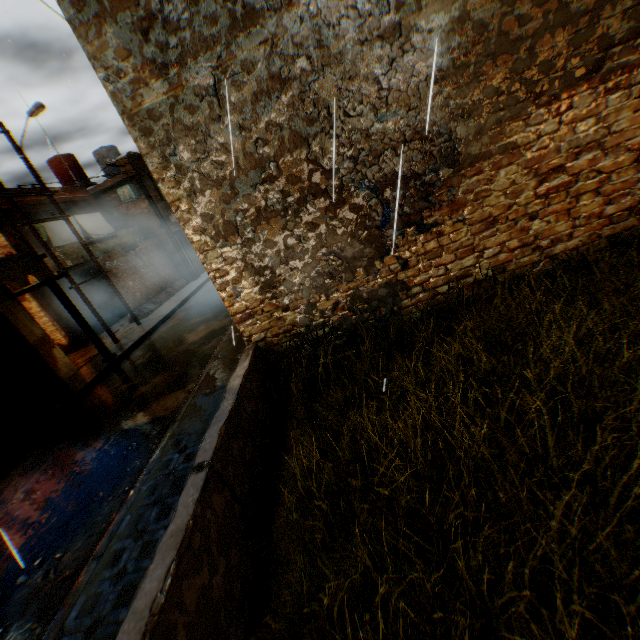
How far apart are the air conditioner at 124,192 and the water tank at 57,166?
4.4 meters

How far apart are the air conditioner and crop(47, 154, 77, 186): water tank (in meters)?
4.41

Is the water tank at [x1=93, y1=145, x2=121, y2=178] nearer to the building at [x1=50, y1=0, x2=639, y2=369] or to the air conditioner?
the building at [x1=50, y1=0, x2=639, y2=369]

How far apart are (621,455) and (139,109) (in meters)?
5.83

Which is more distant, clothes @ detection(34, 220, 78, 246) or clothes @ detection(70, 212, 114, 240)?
clothes @ detection(70, 212, 114, 240)

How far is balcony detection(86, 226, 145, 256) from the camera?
15.9 meters

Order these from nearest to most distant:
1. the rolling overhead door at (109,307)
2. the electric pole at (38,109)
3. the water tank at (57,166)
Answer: the electric pole at (38,109), the rolling overhead door at (109,307), the water tank at (57,166)
